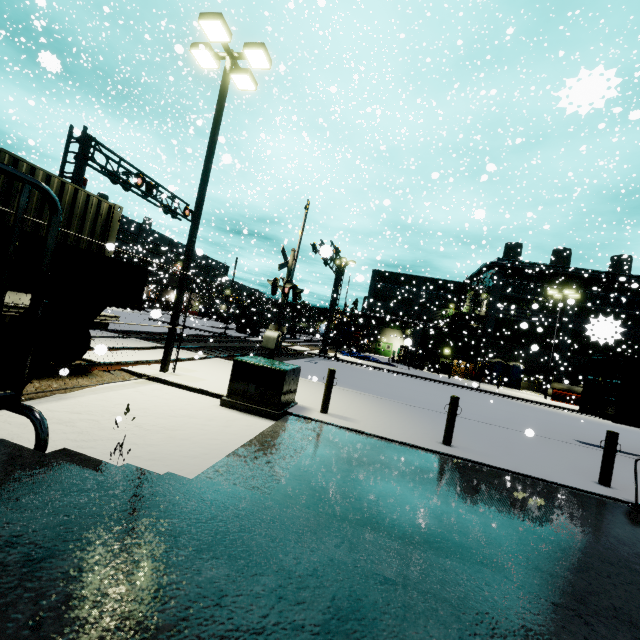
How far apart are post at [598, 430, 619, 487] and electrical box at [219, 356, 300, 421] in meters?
6.9

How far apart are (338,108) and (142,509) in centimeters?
3524cm

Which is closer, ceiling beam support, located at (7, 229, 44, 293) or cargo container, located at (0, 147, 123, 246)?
ceiling beam support, located at (7, 229, 44, 293)

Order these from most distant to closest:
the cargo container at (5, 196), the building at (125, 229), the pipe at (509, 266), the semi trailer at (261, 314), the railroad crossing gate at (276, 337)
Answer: the building at (125, 229), the semi trailer at (261, 314), the pipe at (509, 266), the railroad crossing gate at (276, 337), the cargo container at (5, 196)

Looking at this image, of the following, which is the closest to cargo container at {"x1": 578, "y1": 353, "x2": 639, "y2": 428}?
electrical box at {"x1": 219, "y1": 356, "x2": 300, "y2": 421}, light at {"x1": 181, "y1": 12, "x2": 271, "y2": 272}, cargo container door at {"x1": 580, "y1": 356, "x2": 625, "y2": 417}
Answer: cargo container door at {"x1": 580, "y1": 356, "x2": 625, "y2": 417}

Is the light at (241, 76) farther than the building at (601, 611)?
Yes

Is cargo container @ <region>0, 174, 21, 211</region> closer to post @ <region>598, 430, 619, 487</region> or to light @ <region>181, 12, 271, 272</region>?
light @ <region>181, 12, 271, 272</region>

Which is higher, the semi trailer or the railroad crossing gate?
the semi trailer
